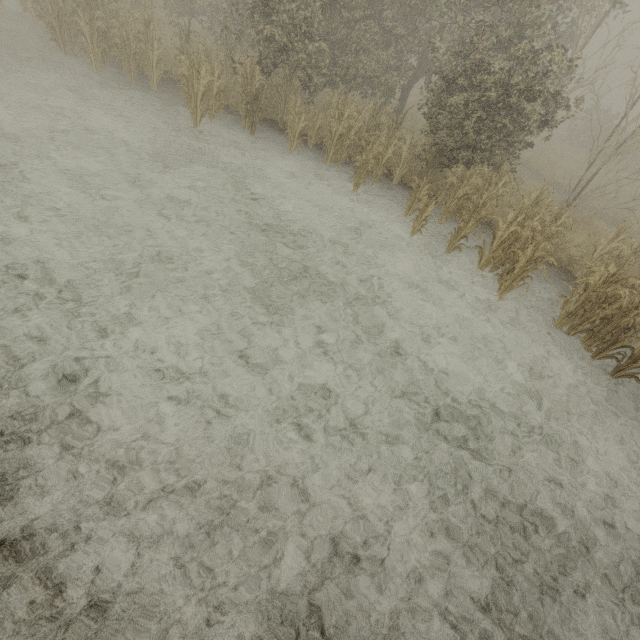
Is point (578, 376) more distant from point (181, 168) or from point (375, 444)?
point (181, 168)
